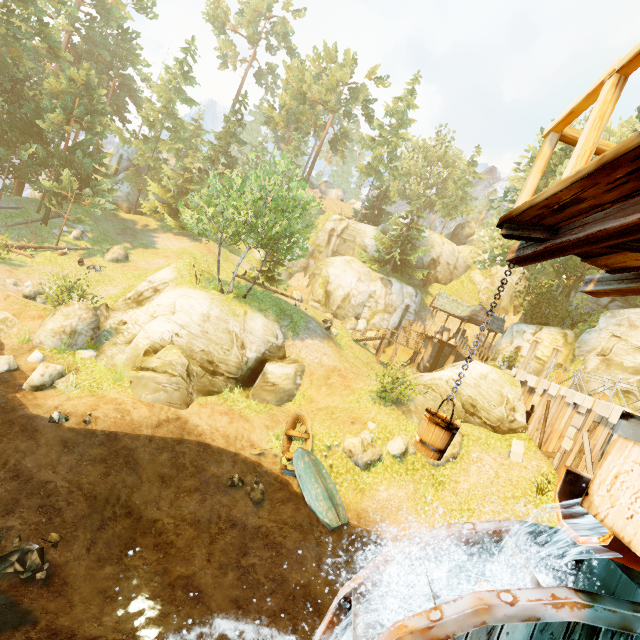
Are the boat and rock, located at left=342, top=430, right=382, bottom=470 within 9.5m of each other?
yes

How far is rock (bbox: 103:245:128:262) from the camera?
27.9m

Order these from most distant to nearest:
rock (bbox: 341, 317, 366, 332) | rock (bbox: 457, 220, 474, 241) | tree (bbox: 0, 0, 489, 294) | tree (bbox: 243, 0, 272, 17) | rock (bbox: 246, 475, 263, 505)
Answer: rock (bbox: 457, 220, 474, 241), tree (bbox: 243, 0, 272, 17), rock (bbox: 341, 317, 366, 332), tree (bbox: 0, 0, 489, 294), rock (bbox: 246, 475, 263, 505)

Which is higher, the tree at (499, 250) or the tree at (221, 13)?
the tree at (221, 13)

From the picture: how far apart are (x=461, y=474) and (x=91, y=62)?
57.4 meters

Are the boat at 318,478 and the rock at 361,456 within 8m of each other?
yes

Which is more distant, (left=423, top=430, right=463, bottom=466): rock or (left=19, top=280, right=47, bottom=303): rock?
(left=19, top=280, right=47, bottom=303): rock

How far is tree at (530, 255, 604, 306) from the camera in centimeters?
2378cm
